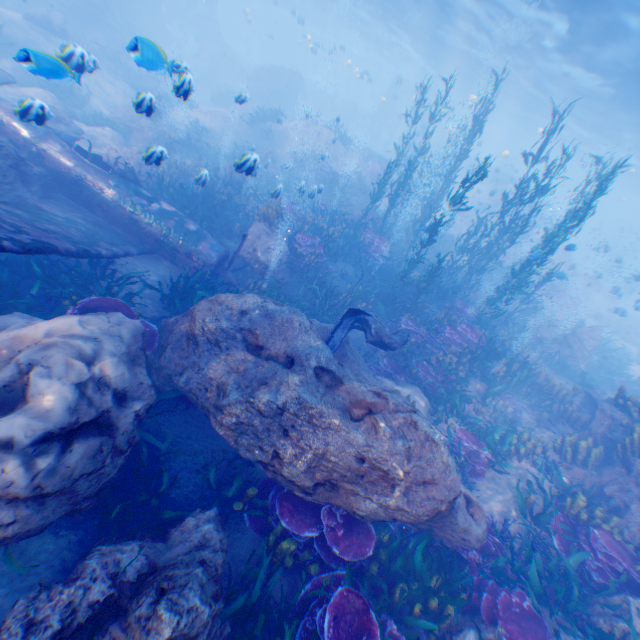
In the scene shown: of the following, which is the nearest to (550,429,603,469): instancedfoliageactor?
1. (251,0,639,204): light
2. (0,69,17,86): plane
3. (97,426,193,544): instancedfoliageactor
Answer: (0,69,17,86): plane

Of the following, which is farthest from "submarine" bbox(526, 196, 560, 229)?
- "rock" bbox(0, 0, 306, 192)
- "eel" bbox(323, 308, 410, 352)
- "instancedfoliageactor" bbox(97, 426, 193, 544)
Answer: "instancedfoliageactor" bbox(97, 426, 193, 544)

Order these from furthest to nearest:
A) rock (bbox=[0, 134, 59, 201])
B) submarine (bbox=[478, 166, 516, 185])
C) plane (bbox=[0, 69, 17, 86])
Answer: submarine (bbox=[478, 166, 516, 185]) → plane (bbox=[0, 69, 17, 86]) → rock (bbox=[0, 134, 59, 201])

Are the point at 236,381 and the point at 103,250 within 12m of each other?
yes

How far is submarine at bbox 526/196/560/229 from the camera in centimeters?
2235cm

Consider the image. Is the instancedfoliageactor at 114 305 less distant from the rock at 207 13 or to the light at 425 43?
the rock at 207 13

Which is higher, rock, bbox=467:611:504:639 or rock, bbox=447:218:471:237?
rock, bbox=447:218:471:237

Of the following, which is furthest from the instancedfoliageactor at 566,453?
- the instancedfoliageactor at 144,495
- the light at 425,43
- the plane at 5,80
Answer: the light at 425,43
